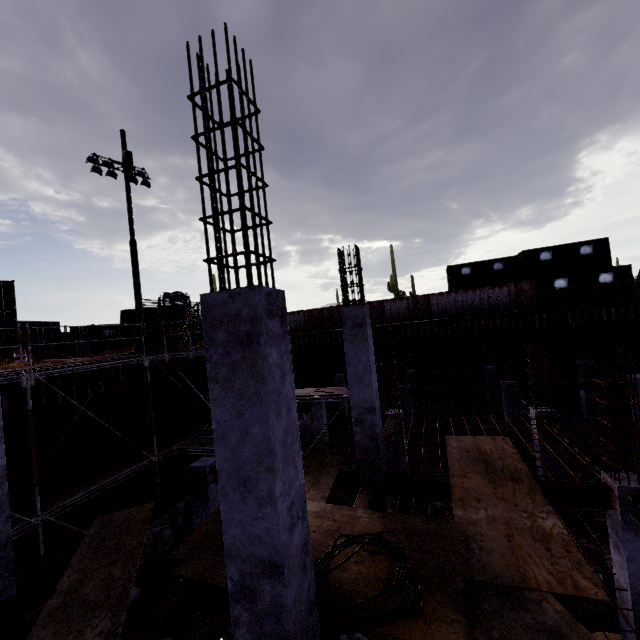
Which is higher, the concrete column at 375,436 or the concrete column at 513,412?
the concrete column at 375,436

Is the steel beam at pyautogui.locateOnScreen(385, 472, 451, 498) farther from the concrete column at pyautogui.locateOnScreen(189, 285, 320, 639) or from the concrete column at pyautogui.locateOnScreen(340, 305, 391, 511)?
the concrete column at pyautogui.locateOnScreen(189, 285, 320, 639)

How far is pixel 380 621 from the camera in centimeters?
369cm

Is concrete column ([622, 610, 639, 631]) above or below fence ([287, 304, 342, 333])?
below

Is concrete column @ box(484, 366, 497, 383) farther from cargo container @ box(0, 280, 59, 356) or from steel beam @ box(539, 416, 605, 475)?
cargo container @ box(0, 280, 59, 356)

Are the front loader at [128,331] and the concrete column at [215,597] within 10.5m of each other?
no

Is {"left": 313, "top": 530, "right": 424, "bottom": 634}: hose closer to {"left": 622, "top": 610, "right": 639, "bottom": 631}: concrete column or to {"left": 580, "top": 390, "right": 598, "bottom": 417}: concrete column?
{"left": 622, "top": 610, "right": 639, "bottom": 631}: concrete column

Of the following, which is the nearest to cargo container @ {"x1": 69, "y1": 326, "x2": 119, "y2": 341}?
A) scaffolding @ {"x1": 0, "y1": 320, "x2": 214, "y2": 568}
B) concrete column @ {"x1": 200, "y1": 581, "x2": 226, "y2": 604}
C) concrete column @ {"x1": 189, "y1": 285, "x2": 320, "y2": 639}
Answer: scaffolding @ {"x1": 0, "y1": 320, "x2": 214, "y2": 568}
